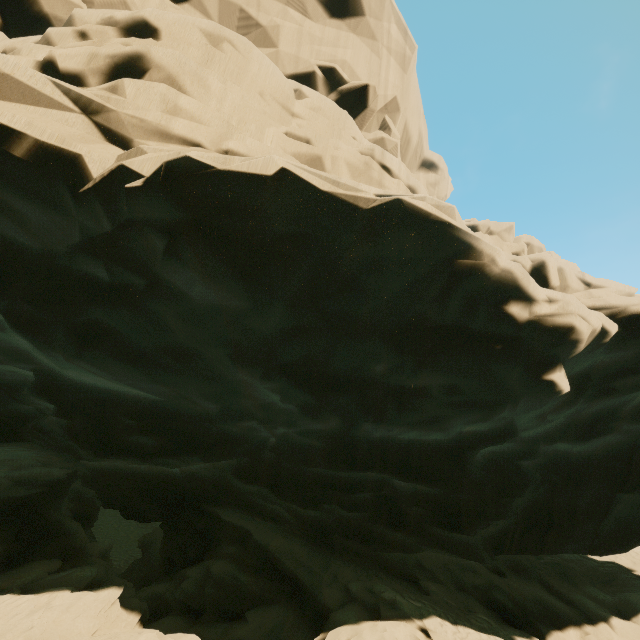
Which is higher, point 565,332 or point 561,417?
point 565,332
